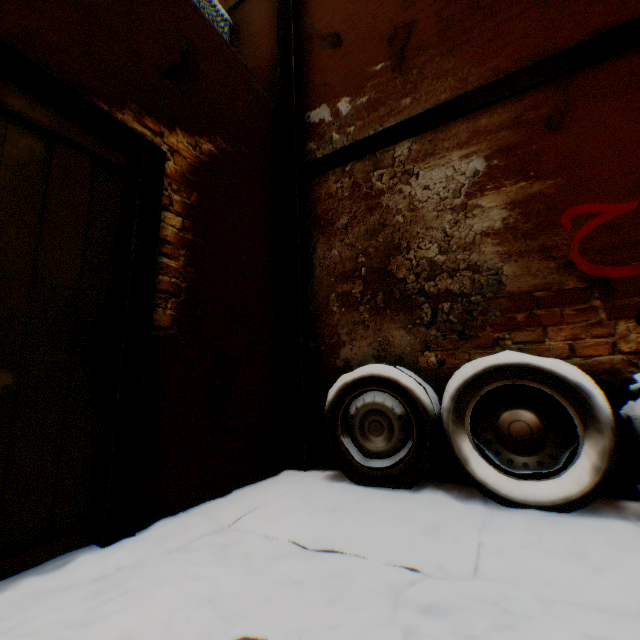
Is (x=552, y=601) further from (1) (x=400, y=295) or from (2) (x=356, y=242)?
(2) (x=356, y=242)

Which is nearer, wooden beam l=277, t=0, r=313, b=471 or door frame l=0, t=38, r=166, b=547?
door frame l=0, t=38, r=166, b=547

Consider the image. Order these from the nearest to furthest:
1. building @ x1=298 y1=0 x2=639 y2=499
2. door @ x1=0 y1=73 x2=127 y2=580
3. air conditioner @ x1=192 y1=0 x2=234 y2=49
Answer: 1. door @ x1=0 y1=73 x2=127 y2=580
2. building @ x1=298 y1=0 x2=639 y2=499
3. air conditioner @ x1=192 y1=0 x2=234 y2=49

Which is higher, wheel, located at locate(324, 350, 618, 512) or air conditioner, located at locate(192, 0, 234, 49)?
air conditioner, located at locate(192, 0, 234, 49)

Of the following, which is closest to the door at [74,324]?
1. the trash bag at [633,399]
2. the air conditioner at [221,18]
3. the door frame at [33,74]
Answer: the door frame at [33,74]

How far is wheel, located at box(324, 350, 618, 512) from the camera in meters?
1.8 m

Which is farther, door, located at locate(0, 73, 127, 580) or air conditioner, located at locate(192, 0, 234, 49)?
air conditioner, located at locate(192, 0, 234, 49)

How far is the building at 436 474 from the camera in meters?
2.5 m
